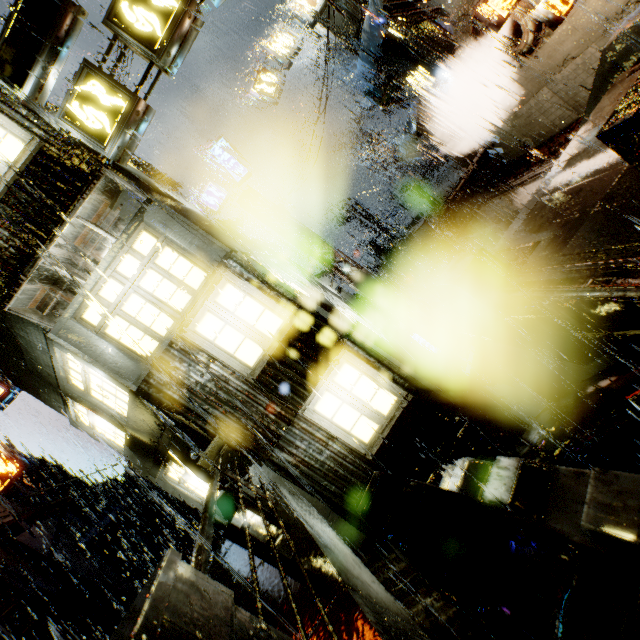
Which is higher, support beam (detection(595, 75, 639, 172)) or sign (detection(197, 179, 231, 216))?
sign (detection(197, 179, 231, 216))

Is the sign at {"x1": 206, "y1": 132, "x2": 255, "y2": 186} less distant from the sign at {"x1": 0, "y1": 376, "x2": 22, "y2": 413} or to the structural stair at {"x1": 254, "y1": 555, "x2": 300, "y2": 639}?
the sign at {"x1": 0, "y1": 376, "x2": 22, "y2": 413}

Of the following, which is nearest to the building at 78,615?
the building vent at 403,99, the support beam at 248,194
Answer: the building vent at 403,99

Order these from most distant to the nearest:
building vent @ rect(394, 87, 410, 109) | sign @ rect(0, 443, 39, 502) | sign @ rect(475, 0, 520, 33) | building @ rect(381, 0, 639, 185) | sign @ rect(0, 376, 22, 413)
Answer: building vent @ rect(394, 87, 410, 109) < sign @ rect(0, 376, 22, 413) < sign @ rect(0, 443, 39, 502) < building @ rect(381, 0, 639, 185) < sign @ rect(475, 0, 520, 33)

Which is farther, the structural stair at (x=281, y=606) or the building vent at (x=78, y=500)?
the building vent at (x=78, y=500)

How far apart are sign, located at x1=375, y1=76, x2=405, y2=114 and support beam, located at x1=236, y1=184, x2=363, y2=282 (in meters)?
6.95

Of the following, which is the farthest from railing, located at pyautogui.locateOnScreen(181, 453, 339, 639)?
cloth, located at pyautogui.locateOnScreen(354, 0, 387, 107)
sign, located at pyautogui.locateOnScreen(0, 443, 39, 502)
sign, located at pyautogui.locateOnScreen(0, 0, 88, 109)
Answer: cloth, located at pyautogui.locateOnScreen(354, 0, 387, 107)

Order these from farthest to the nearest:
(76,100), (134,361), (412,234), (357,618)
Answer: (412,234)
(134,361)
(76,100)
(357,618)
